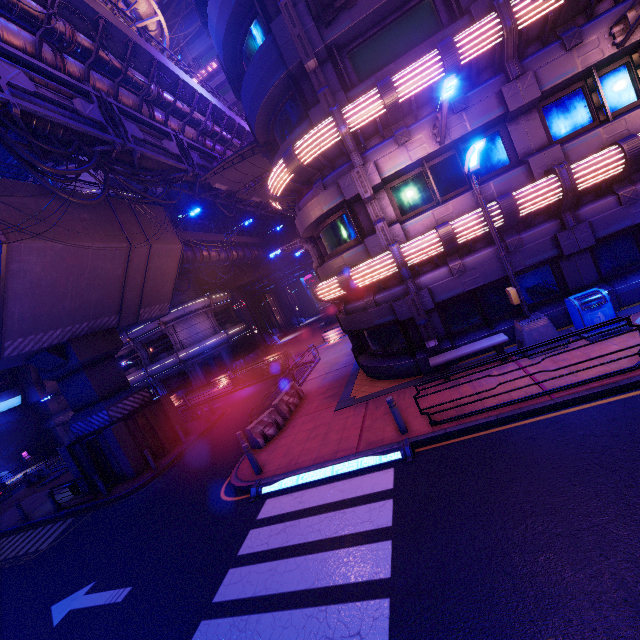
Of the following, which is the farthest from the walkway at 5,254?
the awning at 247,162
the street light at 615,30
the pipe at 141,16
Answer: the street light at 615,30

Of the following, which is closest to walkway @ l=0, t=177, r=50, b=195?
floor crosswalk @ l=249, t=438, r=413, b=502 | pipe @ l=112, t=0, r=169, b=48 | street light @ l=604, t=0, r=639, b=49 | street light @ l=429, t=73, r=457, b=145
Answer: pipe @ l=112, t=0, r=169, b=48

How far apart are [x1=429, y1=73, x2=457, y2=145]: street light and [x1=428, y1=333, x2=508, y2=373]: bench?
6.4m

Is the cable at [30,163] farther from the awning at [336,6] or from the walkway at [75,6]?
the awning at [336,6]

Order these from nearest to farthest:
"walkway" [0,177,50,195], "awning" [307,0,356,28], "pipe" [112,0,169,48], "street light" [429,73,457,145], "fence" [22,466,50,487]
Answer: "street light" [429,73,457,145], "awning" [307,0,356,28], "walkway" [0,177,50,195], "pipe" [112,0,169,48], "fence" [22,466,50,487]

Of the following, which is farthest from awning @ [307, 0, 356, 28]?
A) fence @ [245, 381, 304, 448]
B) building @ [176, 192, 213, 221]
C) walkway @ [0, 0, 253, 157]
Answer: building @ [176, 192, 213, 221]

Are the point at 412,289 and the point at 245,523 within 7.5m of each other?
no

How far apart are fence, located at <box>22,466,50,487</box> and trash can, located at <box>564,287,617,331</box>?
35.4 meters
